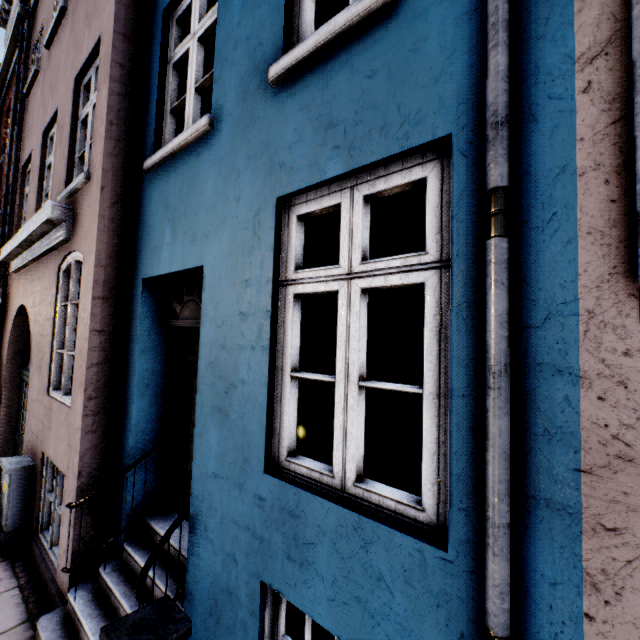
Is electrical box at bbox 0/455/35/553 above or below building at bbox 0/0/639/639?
below

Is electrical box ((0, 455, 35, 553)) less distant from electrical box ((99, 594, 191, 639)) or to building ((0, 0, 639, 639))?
building ((0, 0, 639, 639))

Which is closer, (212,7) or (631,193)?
(631,193)

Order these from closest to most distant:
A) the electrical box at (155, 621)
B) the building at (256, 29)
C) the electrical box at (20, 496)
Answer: the building at (256, 29) < the electrical box at (155, 621) < the electrical box at (20, 496)

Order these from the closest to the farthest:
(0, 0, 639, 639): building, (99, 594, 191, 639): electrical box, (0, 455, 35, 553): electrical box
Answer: (0, 0, 639, 639): building, (99, 594, 191, 639): electrical box, (0, 455, 35, 553): electrical box

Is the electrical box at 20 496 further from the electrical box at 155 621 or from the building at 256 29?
the electrical box at 155 621

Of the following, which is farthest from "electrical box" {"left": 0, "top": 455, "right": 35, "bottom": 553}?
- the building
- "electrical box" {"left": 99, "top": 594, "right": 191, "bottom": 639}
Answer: "electrical box" {"left": 99, "top": 594, "right": 191, "bottom": 639}
